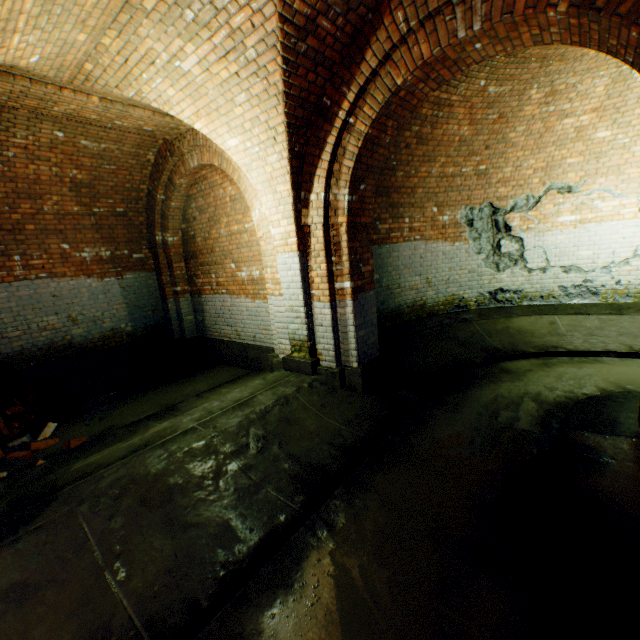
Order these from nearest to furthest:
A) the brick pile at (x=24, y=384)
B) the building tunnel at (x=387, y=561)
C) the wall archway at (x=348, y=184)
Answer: the building tunnel at (x=387, y=561), the wall archway at (x=348, y=184), the brick pile at (x=24, y=384)

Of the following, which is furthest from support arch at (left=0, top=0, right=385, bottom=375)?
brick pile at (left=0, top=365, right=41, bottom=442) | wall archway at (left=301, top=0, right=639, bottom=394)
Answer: brick pile at (left=0, top=365, right=41, bottom=442)

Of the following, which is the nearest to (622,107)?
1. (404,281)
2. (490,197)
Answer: (490,197)

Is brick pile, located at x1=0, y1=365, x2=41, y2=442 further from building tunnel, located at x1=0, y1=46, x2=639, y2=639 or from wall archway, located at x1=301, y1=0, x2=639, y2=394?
wall archway, located at x1=301, y1=0, x2=639, y2=394

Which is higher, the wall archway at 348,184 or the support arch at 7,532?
the wall archway at 348,184

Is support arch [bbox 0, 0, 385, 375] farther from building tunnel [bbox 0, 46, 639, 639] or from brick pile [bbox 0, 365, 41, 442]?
brick pile [bbox 0, 365, 41, 442]

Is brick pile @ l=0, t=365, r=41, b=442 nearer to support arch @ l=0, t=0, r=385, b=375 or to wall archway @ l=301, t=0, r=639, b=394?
support arch @ l=0, t=0, r=385, b=375
